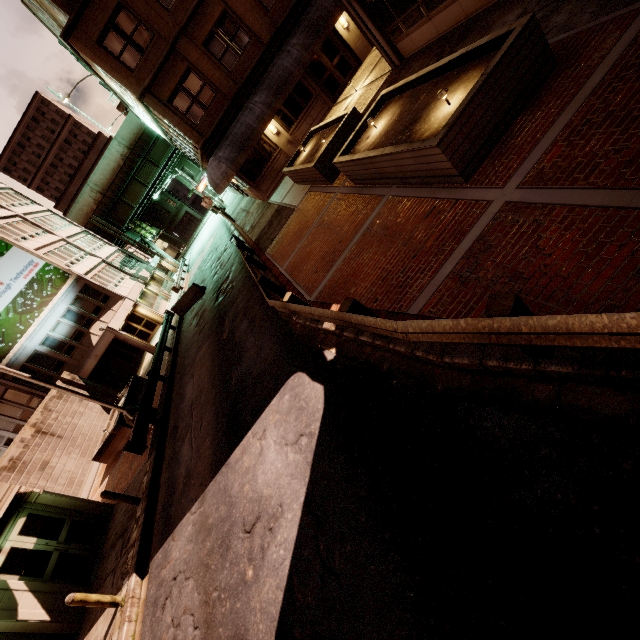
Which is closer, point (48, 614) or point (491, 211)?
point (491, 211)

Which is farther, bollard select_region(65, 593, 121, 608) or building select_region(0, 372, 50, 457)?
building select_region(0, 372, 50, 457)

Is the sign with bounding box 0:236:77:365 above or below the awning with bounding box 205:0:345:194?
→ above

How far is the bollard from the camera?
7.7 meters

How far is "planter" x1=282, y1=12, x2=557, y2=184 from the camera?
5.42m

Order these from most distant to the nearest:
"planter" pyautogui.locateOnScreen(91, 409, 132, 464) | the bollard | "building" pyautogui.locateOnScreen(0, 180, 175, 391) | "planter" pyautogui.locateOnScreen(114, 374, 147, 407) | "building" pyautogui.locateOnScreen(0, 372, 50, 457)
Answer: "building" pyautogui.locateOnScreen(0, 180, 175, 391), "building" pyautogui.locateOnScreen(0, 372, 50, 457), "planter" pyautogui.locateOnScreen(114, 374, 147, 407), "planter" pyautogui.locateOnScreen(91, 409, 132, 464), the bollard

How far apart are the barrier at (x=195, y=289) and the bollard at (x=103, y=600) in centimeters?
1679cm

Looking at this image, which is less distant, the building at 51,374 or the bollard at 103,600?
the bollard at 103,600
